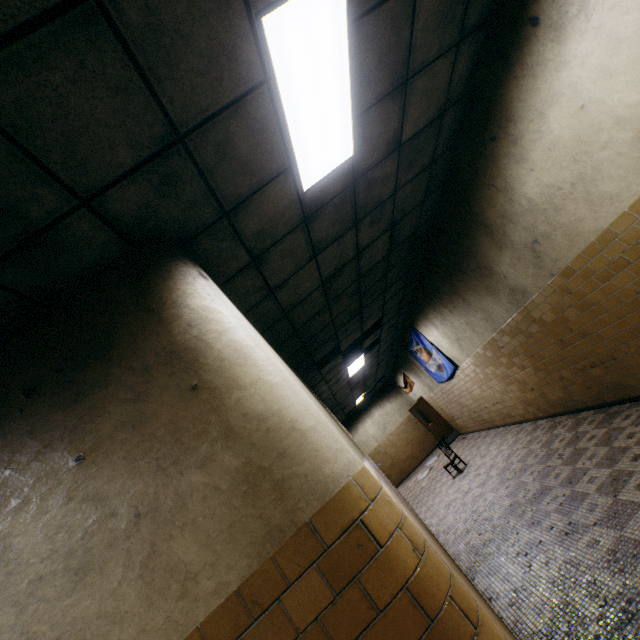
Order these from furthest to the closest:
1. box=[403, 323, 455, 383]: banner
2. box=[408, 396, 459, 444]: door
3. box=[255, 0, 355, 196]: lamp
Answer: box=[408, 396, 459, 444]: door
box=[403, 323, 455, 383]: banner
box=[255, 0, 355, 196]: lamp

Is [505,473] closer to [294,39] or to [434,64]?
[434,64]

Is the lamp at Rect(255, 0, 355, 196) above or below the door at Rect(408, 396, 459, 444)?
above

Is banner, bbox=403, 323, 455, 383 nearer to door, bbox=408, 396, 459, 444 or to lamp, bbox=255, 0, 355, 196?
door, bbox=408, 396, 459, 444

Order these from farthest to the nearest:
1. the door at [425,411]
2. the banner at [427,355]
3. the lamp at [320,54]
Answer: the door at [425,411] < the banner at [427,355] < the lamp at [320,54]

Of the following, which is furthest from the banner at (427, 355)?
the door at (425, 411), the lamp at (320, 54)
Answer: the lamp at (320, 54)
